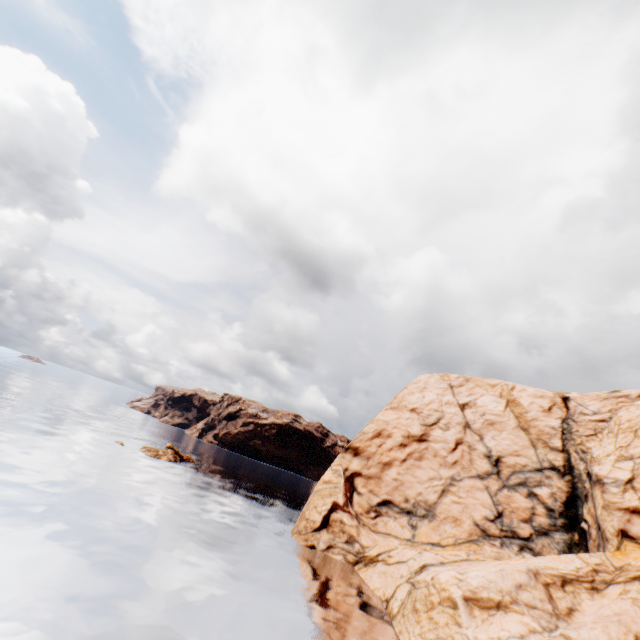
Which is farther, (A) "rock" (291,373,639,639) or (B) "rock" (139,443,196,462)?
(B) "rock" (139,443,196,462)

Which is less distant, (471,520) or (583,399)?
(471,520)

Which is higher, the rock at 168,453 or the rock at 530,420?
the rock at 530,420

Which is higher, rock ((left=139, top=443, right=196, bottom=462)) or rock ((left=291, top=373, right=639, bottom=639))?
rock ((left=291, top=373, right=639, bottom=639))

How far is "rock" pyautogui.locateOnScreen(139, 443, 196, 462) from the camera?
50.62m

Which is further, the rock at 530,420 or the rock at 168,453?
the rock at 168,453
